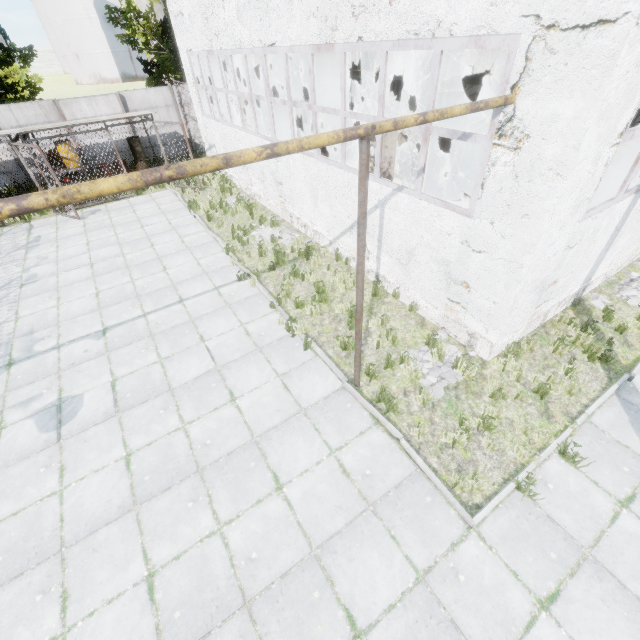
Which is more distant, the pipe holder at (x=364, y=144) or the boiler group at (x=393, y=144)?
the boiler group at (x=393, y=144)

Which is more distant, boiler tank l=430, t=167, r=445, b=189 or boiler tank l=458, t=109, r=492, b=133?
boiler tank l=430, t=167, r=445, b=189

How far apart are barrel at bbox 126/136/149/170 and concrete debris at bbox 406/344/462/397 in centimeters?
1729cm

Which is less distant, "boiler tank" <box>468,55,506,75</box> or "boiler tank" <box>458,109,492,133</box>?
"boiler tank" <box>458,109,492,133</box>

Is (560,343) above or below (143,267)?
above

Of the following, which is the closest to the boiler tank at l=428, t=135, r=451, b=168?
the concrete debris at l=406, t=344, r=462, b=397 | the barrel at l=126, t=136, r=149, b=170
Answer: the concrete debris at l=406, t=344, r=462, b=397

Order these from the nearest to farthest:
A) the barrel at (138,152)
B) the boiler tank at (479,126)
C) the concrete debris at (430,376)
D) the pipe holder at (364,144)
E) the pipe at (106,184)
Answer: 1. the pipe at (106,184)
2. the pipe holder at (364,144)
3. the concrete debris at (430,376)
4. the boiler tank at (479,126)
5. the barrel at (138,152)
